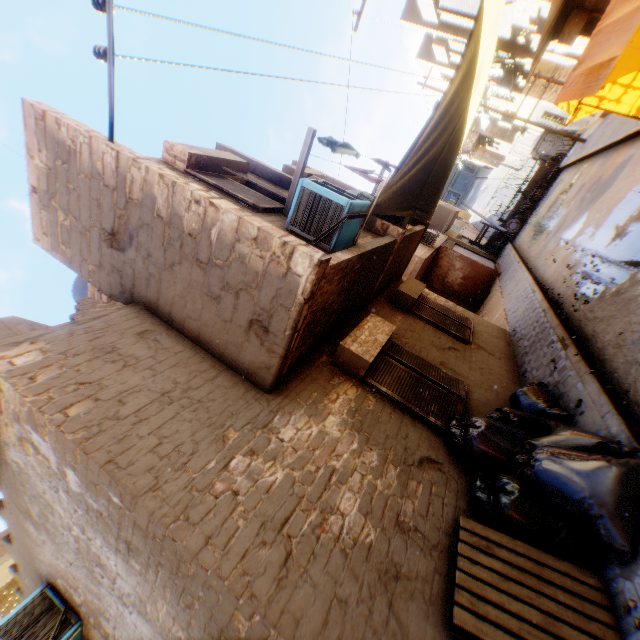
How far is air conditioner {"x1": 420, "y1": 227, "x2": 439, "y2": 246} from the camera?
15.07m

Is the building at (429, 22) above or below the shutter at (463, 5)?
above

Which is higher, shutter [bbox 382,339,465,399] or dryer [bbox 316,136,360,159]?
dryer [bbox 316,136,360,159]

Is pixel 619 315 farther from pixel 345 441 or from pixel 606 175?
pixel 606 175

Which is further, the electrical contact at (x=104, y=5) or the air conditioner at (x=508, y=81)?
the air conditioner at (x=508, y=81)

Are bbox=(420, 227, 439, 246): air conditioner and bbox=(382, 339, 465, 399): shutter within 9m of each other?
no

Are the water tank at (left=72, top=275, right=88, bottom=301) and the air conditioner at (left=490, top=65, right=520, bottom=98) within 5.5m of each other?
no

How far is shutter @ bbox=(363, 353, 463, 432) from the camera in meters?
4.8 m
